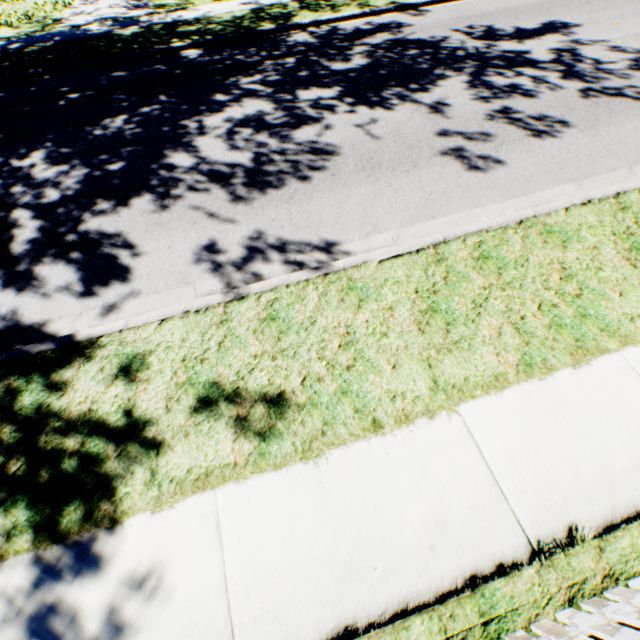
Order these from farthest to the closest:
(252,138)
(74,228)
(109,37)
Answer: (109,37) < (252,138) < (74,228)
